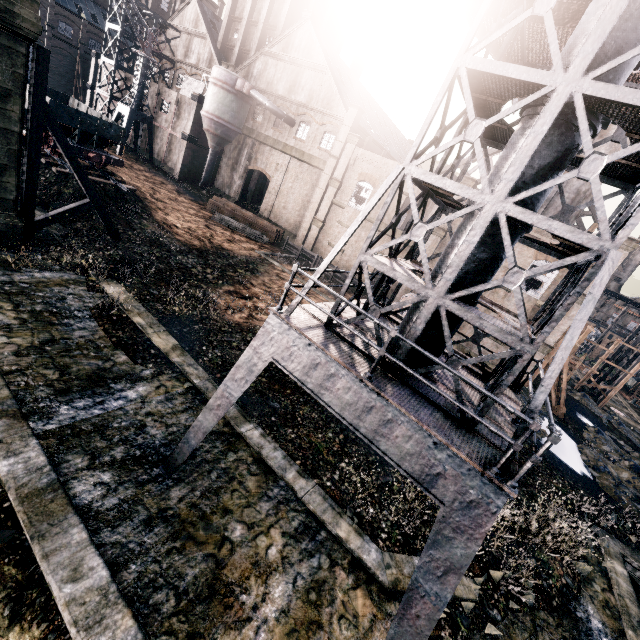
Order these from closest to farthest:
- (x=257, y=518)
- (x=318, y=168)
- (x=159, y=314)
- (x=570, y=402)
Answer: (x=257, y=518) < (x=159, y=314) < (x=570, y=402) < (x=318, y=168)

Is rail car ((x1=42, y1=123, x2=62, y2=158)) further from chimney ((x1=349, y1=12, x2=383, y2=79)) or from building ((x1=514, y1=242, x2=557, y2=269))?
chimney ((x1=349, y1=12, x2=383, y2=79))

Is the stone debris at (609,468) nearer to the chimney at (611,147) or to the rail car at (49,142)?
the chimney at (611,147)

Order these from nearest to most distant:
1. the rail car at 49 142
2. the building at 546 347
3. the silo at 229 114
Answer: the rail car at 49 142
the building at 546 347
the silo at 229 114

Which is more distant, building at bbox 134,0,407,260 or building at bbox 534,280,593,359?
building at bbox 134,0,407,260

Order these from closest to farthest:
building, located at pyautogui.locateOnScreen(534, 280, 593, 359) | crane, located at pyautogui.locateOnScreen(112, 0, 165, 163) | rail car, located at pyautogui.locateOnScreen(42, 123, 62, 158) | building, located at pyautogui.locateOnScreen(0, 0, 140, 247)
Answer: building, located at pyautogui.locateOnScreen(0, 0, 140, 247), rail car, located at pyautogui.locateOnScreen(42, 123, 62, 158), building, located at pyautogui.locateOnScreen(534, 280, 593, 359), crane, located at pyautogui.locateOnScreen(112, 0, 165, 163)

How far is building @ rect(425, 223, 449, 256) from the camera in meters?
28.8

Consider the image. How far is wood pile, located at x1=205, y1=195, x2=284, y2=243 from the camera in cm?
3384
